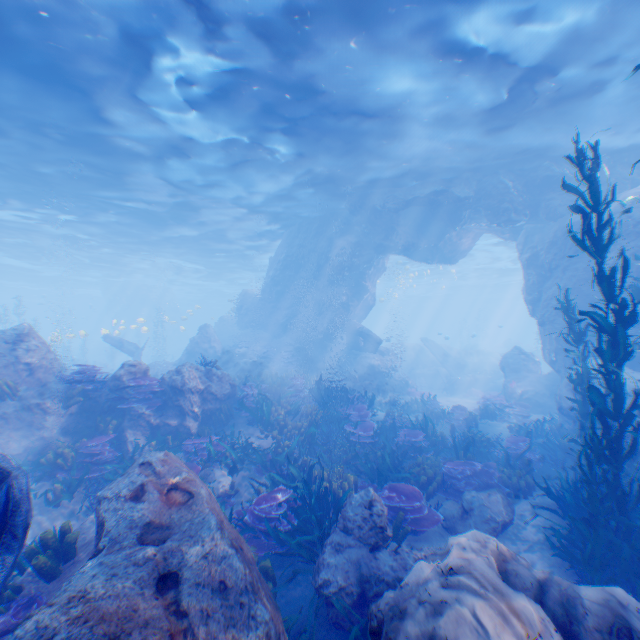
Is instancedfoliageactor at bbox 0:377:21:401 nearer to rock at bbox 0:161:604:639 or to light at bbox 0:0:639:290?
rock at bbox 0:161:604:639

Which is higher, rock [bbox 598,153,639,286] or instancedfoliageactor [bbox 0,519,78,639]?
rock [bbox 598,153,639,286]

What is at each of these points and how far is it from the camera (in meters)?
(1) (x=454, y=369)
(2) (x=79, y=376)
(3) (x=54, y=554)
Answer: (1) plane, 30.09
(2) instancedfoliageactor, 9.83
(3) instancedfoliageactor, 5.19

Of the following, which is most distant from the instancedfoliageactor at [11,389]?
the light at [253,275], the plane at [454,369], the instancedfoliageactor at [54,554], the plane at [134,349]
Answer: the plane at [454,369]

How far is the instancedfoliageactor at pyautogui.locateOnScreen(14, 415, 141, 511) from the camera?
7.94m

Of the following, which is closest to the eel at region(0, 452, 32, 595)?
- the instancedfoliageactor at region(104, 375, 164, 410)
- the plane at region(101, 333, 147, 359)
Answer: the instancedfoliageactor at region(104, 375, 164, 410)

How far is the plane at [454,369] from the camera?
27.1 meters
